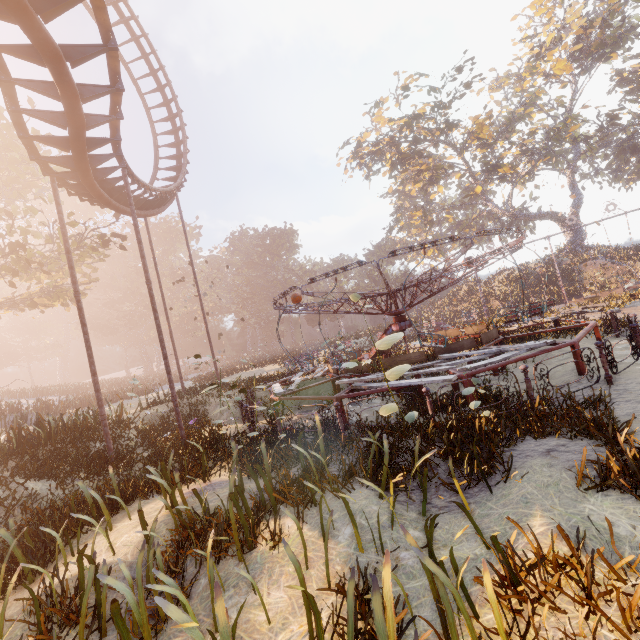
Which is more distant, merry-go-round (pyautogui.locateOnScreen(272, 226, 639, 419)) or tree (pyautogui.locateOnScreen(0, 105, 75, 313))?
tree (pyautogui.locateOnScreen(0, 105, 75, 313))

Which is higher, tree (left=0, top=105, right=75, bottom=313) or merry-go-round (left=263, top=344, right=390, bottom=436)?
tree (left=0, top=105, right=75, bottom=313)

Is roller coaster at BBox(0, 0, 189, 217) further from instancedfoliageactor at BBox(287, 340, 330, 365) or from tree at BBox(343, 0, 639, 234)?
tree at BBox(343, 0, 639, 234)

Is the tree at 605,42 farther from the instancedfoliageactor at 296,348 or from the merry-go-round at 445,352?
the merry-go-round at 445,352

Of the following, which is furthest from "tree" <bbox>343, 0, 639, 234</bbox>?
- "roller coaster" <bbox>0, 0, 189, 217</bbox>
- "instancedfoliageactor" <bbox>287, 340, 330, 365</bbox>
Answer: "roller coaster" <bbox>0, 0, 189, 217</bbox>

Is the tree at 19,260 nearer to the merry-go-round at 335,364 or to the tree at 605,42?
the merry-go-round at 335,364

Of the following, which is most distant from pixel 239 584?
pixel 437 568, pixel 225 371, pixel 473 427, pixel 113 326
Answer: pixel 113 326
